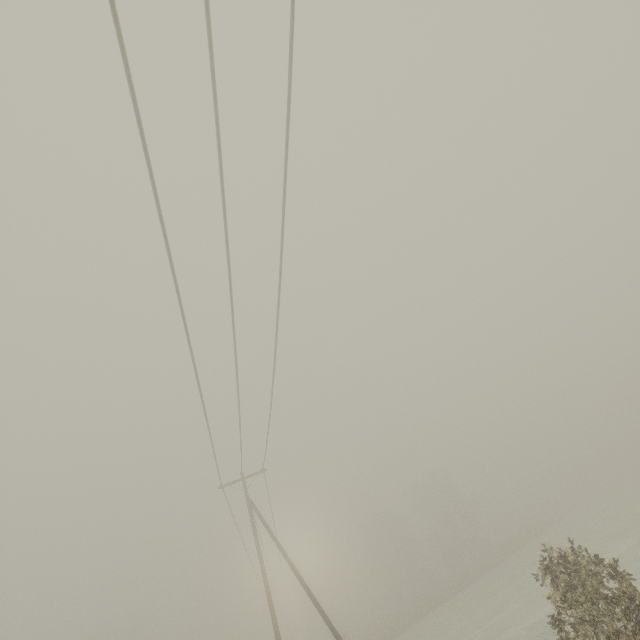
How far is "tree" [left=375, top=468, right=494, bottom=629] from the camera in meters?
48.2

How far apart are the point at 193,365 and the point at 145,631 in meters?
64.1

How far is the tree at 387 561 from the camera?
48.16m
